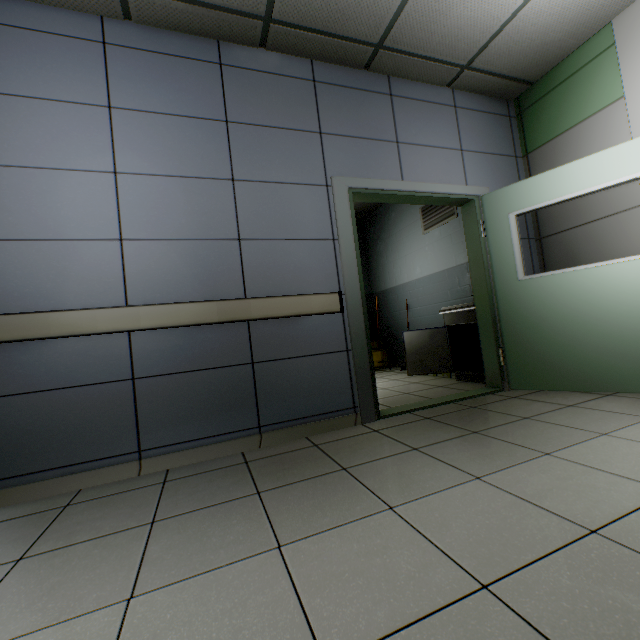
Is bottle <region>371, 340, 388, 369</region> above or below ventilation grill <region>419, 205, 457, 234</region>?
below

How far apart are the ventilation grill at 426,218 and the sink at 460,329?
1.3 meters

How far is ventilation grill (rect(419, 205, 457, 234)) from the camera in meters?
4.8

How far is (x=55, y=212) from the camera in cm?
213

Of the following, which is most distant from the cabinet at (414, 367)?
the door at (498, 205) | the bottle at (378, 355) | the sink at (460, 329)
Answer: the bottle at (378, 355)

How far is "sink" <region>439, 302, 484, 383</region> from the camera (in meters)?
3.89

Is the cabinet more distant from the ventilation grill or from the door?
the ventilation grill

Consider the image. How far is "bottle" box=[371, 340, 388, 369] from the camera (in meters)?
6.05
